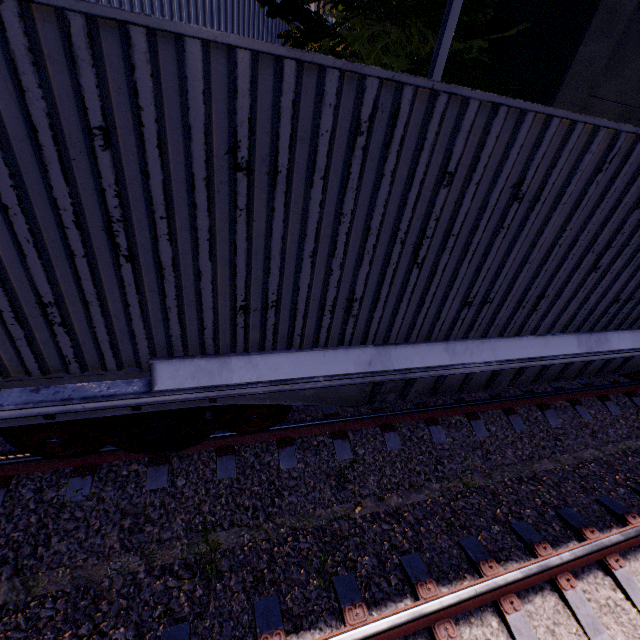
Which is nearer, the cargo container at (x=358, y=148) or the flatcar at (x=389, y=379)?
the cargo container at (x=358, y=148)

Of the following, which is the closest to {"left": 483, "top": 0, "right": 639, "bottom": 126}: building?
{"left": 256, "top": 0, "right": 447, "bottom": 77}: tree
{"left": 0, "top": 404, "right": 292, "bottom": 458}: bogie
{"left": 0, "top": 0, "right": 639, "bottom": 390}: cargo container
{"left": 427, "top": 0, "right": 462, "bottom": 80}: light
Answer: {"left": 256, "top": 0, "right": 447, "bottom": 77}: tree

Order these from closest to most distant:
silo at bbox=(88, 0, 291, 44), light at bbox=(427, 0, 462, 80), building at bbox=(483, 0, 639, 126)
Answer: light at bbox=(427, 0, 462, 80)
silo at bbox=(88, 0, 291, 44)
building at bbox=(483, 0, 639, 126)

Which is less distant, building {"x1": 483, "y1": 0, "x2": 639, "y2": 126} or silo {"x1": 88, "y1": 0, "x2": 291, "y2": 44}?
silo {"x1": 88, "y1": 0, "x2": 291, "y2": 44}

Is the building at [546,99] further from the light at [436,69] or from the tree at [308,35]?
the light at [436,69]

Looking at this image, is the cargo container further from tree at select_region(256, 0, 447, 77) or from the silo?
tree at select_region(256, 0, 447, 77)

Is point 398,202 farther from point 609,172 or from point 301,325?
point 609,172

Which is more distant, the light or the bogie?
the light
